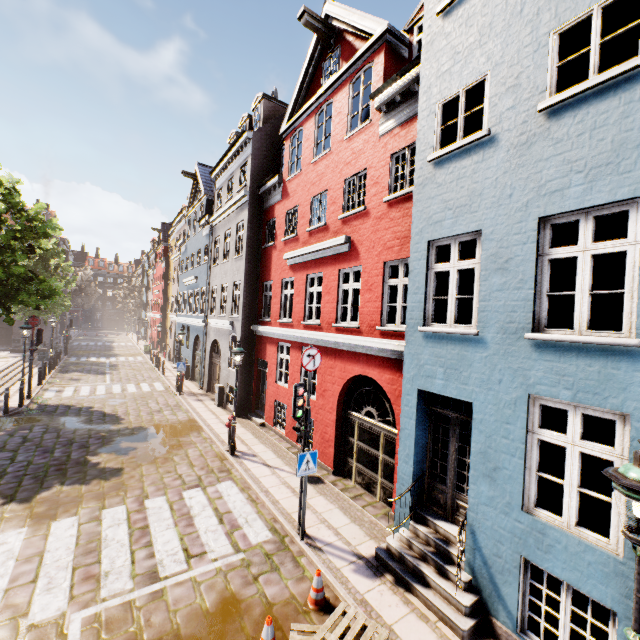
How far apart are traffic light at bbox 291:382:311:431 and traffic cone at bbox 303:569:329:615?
2.4m

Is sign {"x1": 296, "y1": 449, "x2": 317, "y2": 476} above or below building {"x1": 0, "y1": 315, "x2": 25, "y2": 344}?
above

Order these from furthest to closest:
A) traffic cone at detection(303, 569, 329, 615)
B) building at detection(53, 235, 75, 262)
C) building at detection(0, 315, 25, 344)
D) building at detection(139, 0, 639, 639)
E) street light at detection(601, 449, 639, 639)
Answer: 1. building at detection(53, 235, 75, 262)
2. building at detection(0, 315, 25, 344)
3. traffic cone at detection(303, 569, 329, 615)
4. building at detection(139, 0, 639, 639)
5. street light at detection(601, 449, 639, 639)

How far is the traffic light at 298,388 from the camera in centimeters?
690cm

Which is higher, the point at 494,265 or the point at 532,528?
the point at 494,265

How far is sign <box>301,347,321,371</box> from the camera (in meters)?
7.01

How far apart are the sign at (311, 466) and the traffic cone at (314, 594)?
1.65m

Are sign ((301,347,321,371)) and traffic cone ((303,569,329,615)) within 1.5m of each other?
no
